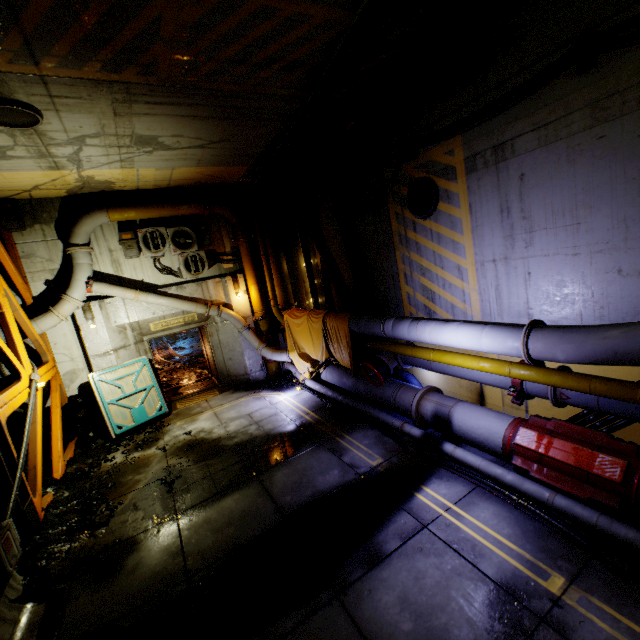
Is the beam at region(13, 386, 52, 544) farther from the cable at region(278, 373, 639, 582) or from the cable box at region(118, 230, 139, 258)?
the cable at region(278, 373, 639, 582)

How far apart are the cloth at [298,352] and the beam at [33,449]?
6.4 meters

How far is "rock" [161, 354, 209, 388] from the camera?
13.4m

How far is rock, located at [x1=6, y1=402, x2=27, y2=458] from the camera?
8.2m

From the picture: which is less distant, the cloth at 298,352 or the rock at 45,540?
the rock at 45,540

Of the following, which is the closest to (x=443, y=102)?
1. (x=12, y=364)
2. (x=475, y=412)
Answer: (x=475, y=412)

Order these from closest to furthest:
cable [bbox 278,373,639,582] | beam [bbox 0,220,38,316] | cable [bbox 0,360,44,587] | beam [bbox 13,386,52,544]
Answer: cable [bbox 278,373,639,582] → cable [bbox 0,360,44,587] → beam [bbox 13,386,52,544] → beam [bbox 0,220,38,316]

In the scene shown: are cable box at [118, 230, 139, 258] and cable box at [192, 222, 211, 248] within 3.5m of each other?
yes
